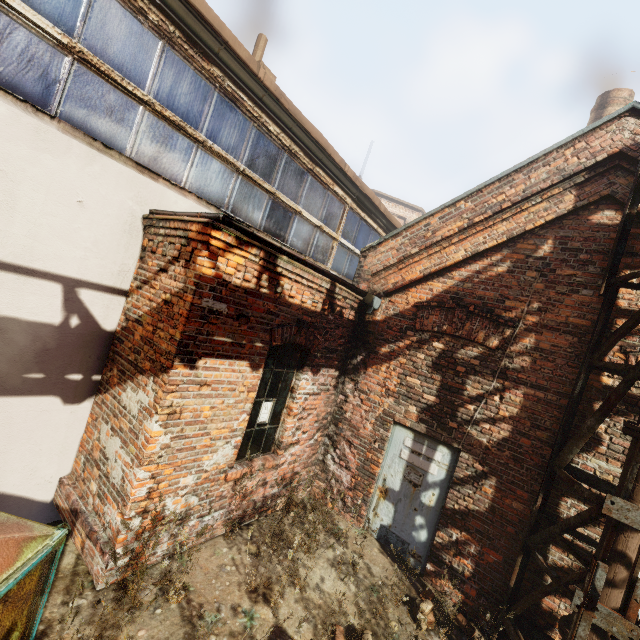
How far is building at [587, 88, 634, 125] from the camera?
9.78m

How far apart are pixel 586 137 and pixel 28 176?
6.9 meters

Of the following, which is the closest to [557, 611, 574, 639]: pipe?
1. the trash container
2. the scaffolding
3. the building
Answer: the scaffolding

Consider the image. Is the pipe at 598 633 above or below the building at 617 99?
below

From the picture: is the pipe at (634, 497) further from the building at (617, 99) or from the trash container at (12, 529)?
the building at (617, 99)

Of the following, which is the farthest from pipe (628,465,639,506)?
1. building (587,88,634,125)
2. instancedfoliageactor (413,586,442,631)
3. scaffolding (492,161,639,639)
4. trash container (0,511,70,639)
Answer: building (587,88,634,125)

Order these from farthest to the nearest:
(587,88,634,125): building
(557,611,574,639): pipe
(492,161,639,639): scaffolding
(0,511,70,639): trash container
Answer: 1. (587,88,634,125): building
2. (557,611,574,639): pipe
3. (492,161,639,639): scaffolding
4. (0,511,70,639): trash container
